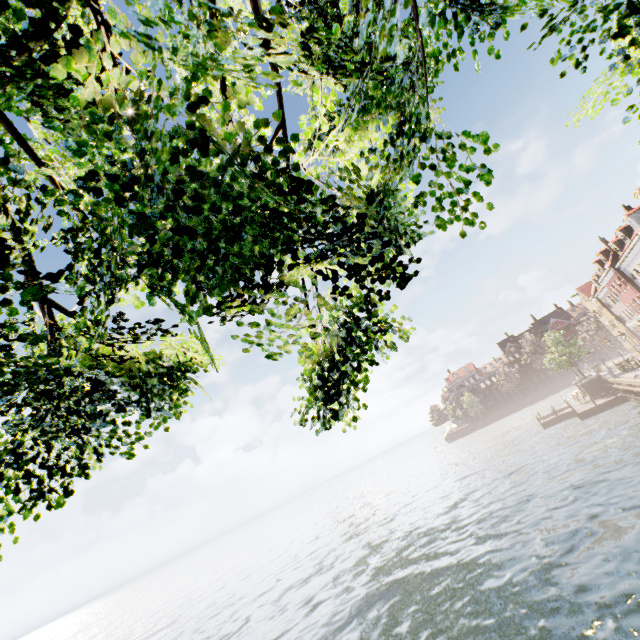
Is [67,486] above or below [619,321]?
below

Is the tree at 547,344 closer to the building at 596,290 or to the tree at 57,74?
the building at 596,290

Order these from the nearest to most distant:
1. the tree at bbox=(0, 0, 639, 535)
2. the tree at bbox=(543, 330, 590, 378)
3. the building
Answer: the tree at bbox=(0, 0, 639, 535), the building, the tree at bbox=(543, 330, 590, 378)

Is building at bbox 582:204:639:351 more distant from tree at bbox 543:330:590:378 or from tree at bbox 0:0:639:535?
tree at bbox 543:330:590:378

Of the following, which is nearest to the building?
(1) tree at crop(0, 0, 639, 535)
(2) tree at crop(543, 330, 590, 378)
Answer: (1) tree at crop(0, 0, 639, 535)

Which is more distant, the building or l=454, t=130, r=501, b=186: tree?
the building

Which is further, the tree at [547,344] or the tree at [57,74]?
the tree at [547,344]

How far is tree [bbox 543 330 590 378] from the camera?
40.1 meters
